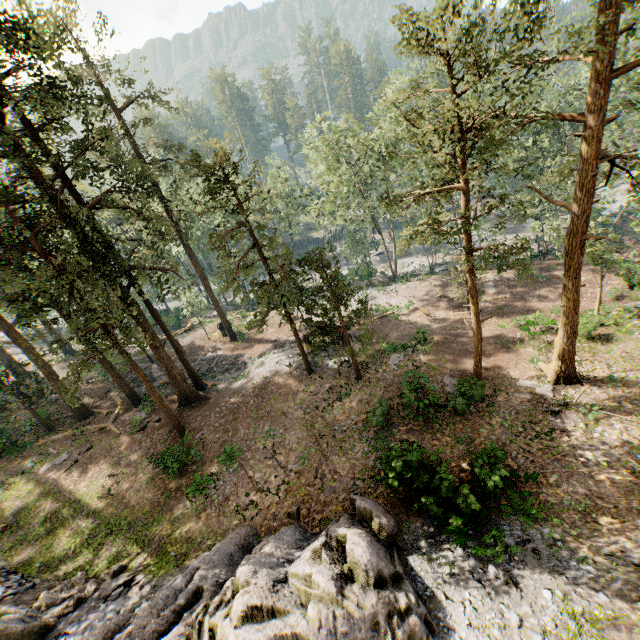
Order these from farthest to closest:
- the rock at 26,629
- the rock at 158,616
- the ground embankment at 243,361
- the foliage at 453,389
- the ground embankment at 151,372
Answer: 1. the ground embankment at 151,372
2. the ground embankment at 243,361
3. the foliage at 453,389
4. the rock at 26,629
5. the rock at 158,616

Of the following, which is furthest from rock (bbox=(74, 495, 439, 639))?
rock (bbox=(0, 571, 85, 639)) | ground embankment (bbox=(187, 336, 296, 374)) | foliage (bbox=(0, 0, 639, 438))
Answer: ground embankment (bbox=(187, 336, 296, 374))

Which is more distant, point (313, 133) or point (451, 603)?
point (313, 133)

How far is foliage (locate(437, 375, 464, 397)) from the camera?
18.0m

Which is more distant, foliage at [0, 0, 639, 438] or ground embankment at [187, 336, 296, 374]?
ground embankment at [187, 336, 296, 374]

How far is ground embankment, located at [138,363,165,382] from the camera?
31.1m

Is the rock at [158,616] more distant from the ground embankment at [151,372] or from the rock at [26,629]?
the ground embankment at [151,372]

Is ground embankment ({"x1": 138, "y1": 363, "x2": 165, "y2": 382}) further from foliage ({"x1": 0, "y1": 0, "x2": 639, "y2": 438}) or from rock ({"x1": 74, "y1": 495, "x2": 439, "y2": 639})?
rock ({"x1": 74, "y1": 495, "x2": 439, "y2": 639})
